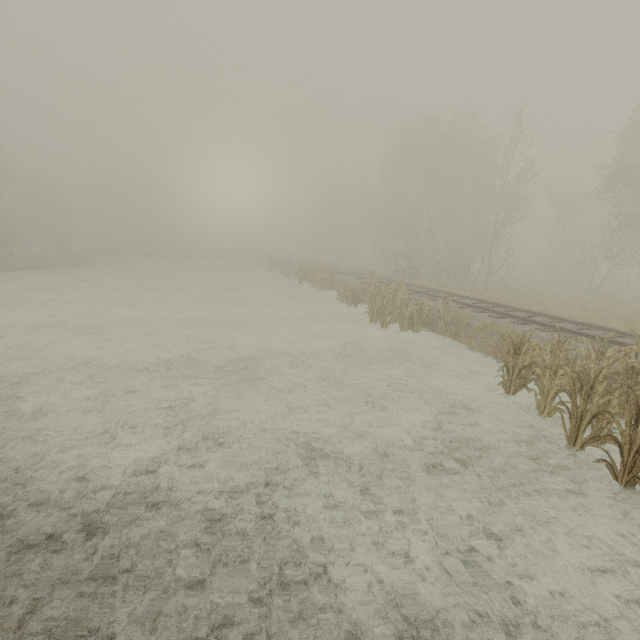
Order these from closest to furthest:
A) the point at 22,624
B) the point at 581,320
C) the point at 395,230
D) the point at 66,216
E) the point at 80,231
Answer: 1. the point at 22,624
2. the point at 581,320
3. the point at 395,230
4. the point at 66,216
5. the point at 80,231
